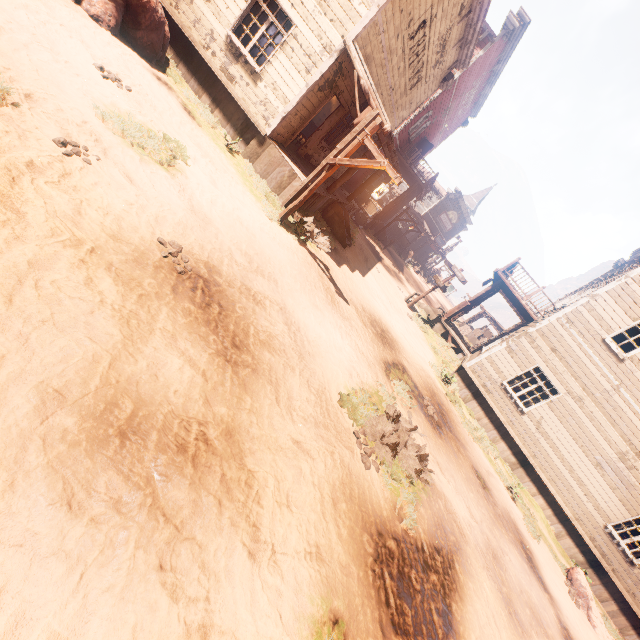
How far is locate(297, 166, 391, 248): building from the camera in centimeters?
1175cm

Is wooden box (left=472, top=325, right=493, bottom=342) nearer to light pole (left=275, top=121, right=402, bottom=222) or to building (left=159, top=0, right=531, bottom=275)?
building (left=159, top=0, right=531, bottom=275)

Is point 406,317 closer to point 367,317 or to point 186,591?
point 367,317

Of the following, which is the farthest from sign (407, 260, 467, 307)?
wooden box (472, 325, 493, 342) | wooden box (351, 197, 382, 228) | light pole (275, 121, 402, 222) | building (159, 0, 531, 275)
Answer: wooden box (472, 325, 493, 342)

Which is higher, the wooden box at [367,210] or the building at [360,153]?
the building at [360,153]

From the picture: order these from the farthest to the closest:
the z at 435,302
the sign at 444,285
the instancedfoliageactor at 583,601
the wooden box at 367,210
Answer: the z at 435,302, the wooden box at 367,210, the sign at 444,285, the instancedfoliageactor at 583,601

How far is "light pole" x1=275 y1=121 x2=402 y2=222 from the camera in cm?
733

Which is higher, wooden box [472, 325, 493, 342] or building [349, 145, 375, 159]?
building [349, 145, 375, 159]
